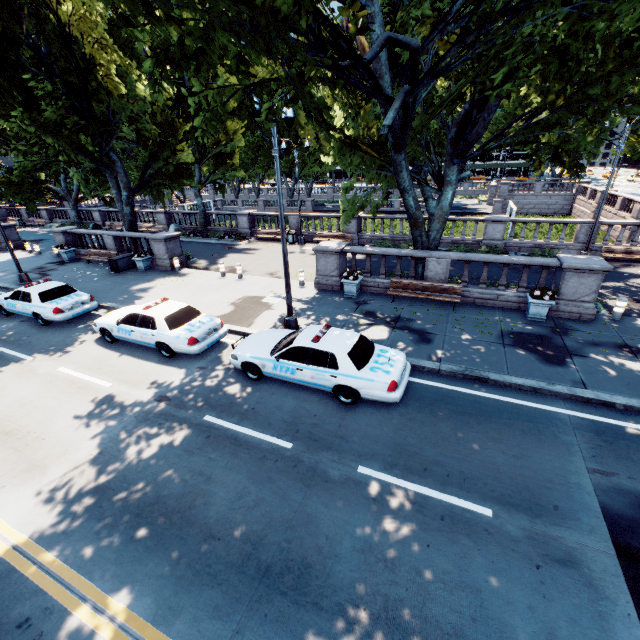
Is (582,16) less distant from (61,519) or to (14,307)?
(61,519)

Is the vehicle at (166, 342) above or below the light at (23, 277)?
above

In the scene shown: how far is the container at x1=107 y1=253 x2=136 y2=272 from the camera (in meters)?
19.75

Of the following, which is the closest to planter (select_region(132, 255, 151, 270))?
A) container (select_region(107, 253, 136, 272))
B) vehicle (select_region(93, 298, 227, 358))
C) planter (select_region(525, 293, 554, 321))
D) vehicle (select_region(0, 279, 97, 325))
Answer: container (select_region(107, 253, 136, 272))

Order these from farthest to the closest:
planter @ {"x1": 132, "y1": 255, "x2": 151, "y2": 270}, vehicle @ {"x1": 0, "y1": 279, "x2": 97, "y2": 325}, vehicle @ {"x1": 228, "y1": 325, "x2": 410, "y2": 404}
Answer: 1. planter @ {"x1": 132, "y1": 255, "x2": 151, "y2": 270}
2. vehicle @ {"x1": 0, "y1": 279, "x2": 97, "y2": 325}
3. vehicle @ {"x1": 228, "y1": 325, "x2": 410, "y2": 404}

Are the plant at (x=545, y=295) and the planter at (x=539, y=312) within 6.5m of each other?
yes

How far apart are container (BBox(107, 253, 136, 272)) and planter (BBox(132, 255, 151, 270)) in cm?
66

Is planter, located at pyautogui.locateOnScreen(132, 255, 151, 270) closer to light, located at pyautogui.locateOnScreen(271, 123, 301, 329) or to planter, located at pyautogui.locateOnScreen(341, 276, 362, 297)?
light, located at pyautogui.locateOnScreen(271, 123, 301, 329)
